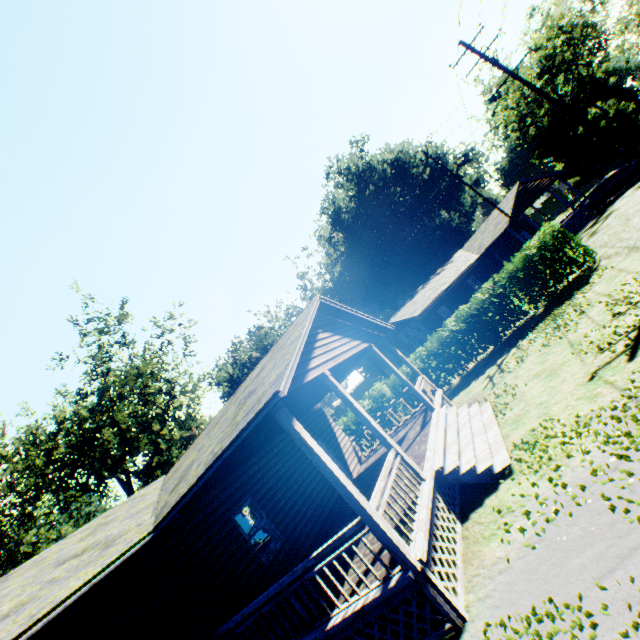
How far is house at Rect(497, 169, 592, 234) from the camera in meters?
28.7 m

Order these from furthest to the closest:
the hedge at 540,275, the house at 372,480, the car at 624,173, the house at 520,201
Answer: the house at 520,201, the car at 624,173, the hedge at 540,275, the house at 372,480

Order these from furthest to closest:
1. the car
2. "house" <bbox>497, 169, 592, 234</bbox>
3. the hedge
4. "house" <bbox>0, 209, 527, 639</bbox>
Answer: "house" <bbox>497, 169, 592, 234</bbox> < the car < the hedge < "house" <bbox>0, 209, 527, 639</bbox>

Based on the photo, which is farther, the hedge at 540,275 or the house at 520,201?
the house at 520,201

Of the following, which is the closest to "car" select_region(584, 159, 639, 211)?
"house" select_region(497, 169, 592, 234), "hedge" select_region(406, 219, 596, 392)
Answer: "house" select_region(497, 169, 592, 234)

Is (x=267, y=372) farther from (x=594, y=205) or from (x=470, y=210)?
(x=470, y=210)

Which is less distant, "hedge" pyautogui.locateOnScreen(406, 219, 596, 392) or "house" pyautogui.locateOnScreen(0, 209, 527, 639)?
"house" pyautogui.locateOnScreen(0, 209, 527, 639)

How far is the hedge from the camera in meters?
15.4 m
